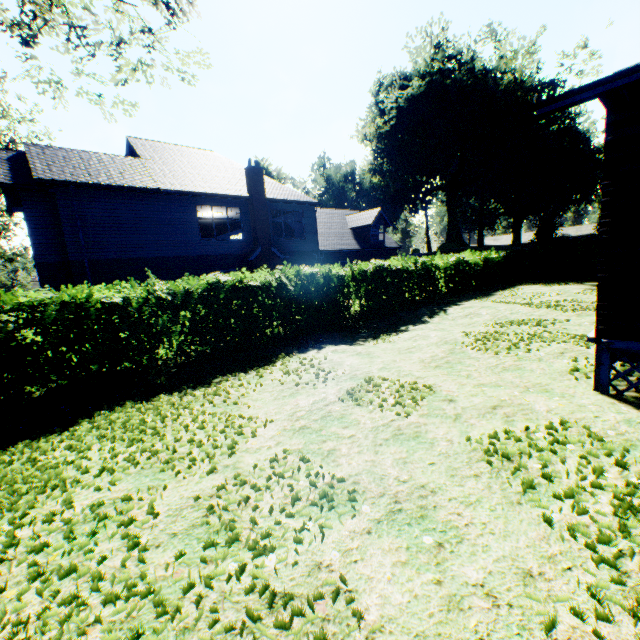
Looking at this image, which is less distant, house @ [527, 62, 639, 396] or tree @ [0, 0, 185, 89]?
house @ [527, 62, 639, 396]

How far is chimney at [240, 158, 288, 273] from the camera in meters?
19.8

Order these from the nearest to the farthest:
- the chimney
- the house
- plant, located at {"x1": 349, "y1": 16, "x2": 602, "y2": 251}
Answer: the house
the chimney
plant, located at {"x1": 349, "y1": 16, "x2": 602, "y2": 251}

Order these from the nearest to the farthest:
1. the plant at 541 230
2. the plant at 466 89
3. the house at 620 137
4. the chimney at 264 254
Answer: the house at 620 137 < the chimney at 264 254 < the plant at 541 230 < the plant at 466 89

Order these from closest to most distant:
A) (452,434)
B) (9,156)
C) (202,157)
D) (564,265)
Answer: (452,434), (9,156), (202,157), (564,265)

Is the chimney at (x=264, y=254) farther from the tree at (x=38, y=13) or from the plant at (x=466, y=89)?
the plant at (x=466, y=89)

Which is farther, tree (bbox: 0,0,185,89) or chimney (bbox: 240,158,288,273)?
chimney (bbox: 240,158,288,273)

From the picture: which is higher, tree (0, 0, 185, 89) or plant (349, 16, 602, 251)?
plant (349, 16, 602, 251)
